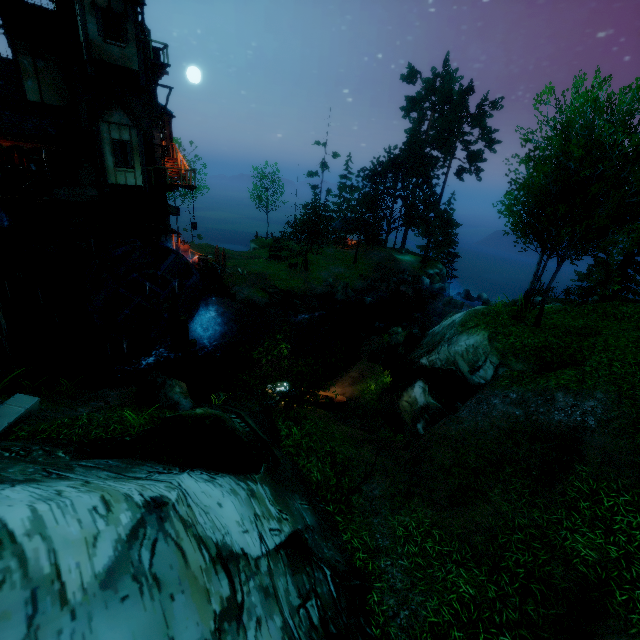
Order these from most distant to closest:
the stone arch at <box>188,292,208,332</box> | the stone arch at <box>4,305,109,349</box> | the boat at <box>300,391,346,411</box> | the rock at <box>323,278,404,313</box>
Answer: the rock at <box>323,278,404,313</box> < the stone arch at <box>188,292,208,332</box> < the stone arch at <box>4,305,109,349</box> < the boat at <box>300,391,346,411</box>

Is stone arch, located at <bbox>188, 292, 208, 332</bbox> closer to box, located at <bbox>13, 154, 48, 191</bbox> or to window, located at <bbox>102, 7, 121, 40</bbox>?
box, located at <bbox>13, 154, 48, 191</bbox>

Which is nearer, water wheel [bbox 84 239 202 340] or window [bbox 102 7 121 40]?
window [bbox 102 7 121 40]

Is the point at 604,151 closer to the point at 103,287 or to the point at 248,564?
the point at 248,564

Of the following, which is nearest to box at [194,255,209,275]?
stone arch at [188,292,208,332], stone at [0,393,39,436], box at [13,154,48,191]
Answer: stone arch at [188,292,208,332]

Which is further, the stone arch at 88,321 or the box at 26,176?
the stone arch at 88,321

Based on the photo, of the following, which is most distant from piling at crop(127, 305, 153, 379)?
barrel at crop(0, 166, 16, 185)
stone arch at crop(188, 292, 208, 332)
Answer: barrel at crop(0, 166, 16, 185)

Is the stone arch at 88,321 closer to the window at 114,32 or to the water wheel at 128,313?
the water wheel at 128,313
